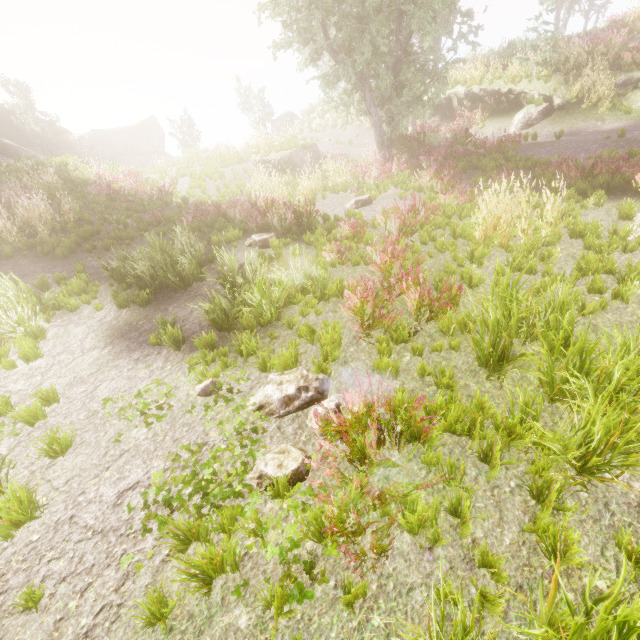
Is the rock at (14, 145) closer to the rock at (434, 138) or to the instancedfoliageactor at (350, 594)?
the instancedfoliageactor at (350, 594)

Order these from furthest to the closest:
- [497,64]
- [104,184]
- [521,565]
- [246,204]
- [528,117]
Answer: [497,64] < [528,117] < [104,184] < [246,204] < [521,565]

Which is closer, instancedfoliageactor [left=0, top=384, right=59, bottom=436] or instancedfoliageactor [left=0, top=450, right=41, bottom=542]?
instancedfoliageactor [left=0, top=450, right=41, bottom=542]

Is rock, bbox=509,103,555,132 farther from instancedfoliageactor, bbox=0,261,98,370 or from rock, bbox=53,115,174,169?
rock, bbox=53,115,174,169

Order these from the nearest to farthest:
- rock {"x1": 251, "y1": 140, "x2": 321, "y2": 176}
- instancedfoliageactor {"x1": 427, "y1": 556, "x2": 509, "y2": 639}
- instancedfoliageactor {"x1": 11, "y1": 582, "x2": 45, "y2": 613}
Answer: instancedfoliageactor {"x1": 427, "y1": 556, "x2": 509, "y2": 639}
instancedfoliageactor {"x1": 11, "y1": 582, "x2": 45, "y2": 613}
rock {"x1": 251, "y1": 140, "x2": 321, "y2": 176}

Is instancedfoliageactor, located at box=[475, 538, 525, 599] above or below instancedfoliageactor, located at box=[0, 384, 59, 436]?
below

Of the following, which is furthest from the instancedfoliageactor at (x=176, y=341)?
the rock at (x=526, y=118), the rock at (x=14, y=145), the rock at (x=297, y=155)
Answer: the rock at (x=526, y=118)
